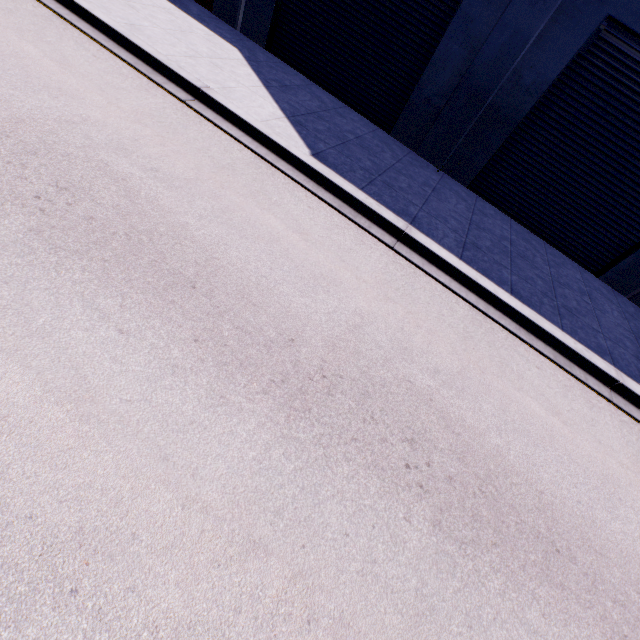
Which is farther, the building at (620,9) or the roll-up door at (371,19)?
the roll-up door at (371,19)

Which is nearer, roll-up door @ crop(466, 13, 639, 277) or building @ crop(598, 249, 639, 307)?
roll-up door @ crop(466, 13, 639, 277)

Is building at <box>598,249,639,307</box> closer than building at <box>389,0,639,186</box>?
No

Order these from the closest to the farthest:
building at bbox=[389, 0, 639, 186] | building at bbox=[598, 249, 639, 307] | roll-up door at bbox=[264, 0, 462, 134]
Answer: building at bbox=[389, 0, 639, 186] < roll-up door at bbox=[264, 0, 462, 134] < building at bbox=[598, 249, 639, 307]

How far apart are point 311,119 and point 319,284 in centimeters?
568cm

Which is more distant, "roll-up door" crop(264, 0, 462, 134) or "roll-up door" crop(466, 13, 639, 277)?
"roll-up door" crop(264, 0, 462, 134)
